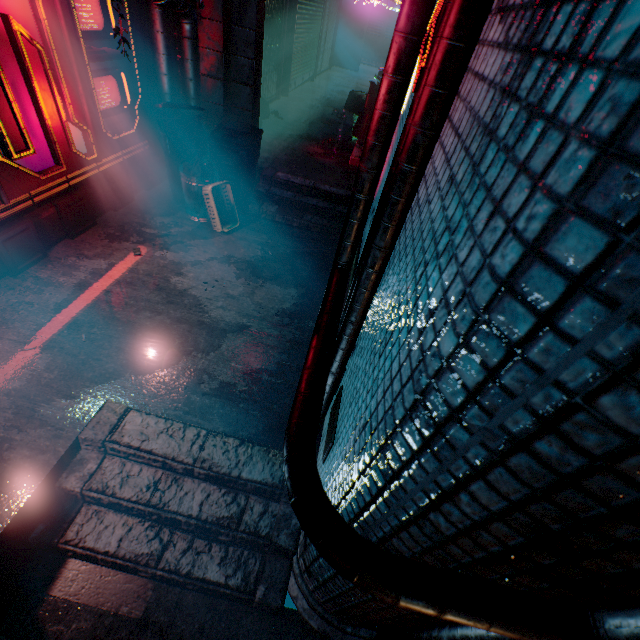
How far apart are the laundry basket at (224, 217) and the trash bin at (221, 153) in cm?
25

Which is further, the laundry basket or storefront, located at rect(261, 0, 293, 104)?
storefront, located at rect(261, 0, 293, 104)

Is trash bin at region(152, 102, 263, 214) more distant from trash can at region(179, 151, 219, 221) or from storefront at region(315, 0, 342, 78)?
storefront at region(315, 0, 342, 78)

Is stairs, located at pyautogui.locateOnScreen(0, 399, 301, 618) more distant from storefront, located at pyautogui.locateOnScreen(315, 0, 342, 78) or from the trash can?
storefront, located at pyautogui.locateOnScreen(315, 0, 342, 78)

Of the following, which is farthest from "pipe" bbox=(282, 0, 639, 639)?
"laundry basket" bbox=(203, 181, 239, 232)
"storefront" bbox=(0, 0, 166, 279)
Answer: "storefront" bbox=(0, 0, 166, 279)

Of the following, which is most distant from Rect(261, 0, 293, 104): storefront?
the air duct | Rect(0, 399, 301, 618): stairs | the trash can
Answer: Rect(0, 399, 301, 618): stairs

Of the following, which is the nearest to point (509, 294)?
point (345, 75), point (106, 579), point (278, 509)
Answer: point (278, 509)

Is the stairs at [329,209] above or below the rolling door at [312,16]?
below
